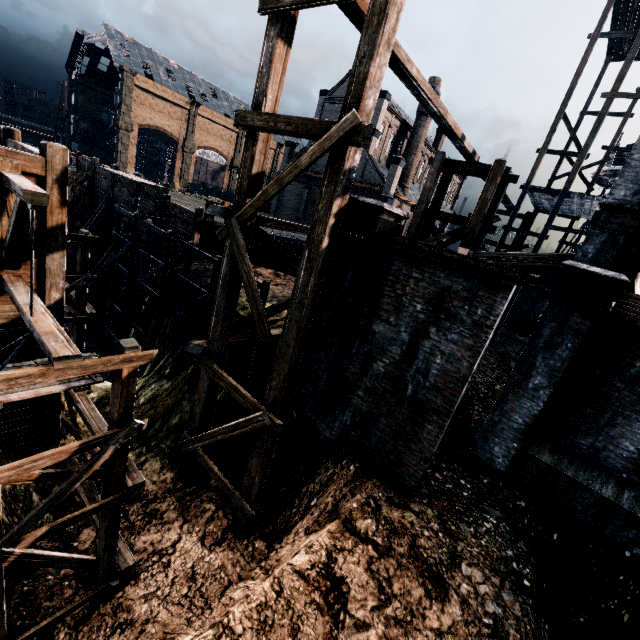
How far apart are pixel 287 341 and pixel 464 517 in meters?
6.8 m

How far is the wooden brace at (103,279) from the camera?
27.8 meters

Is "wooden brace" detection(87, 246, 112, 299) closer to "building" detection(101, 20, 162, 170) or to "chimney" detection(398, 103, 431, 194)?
"building" detection(101, 20, 162, 170)

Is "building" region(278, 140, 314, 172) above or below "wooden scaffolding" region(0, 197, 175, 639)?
above

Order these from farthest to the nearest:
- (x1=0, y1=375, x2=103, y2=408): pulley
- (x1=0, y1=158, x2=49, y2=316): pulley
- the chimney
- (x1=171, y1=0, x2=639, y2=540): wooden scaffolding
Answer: the chimney → (x1=171, y1=0, x2=639, y2=540): wooden scaffolding → (x1=0, y1=375, x2=103, y2=408): pulley → (x1=0, y1=158, x2=49, y2=316): pulley

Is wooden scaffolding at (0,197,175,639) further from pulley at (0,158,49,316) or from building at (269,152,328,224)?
building at (269,152,328,224)

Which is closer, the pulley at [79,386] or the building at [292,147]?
the pulley at [79,386]

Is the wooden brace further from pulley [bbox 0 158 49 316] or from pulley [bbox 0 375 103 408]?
pulley [bbox 0 375 103 408]
